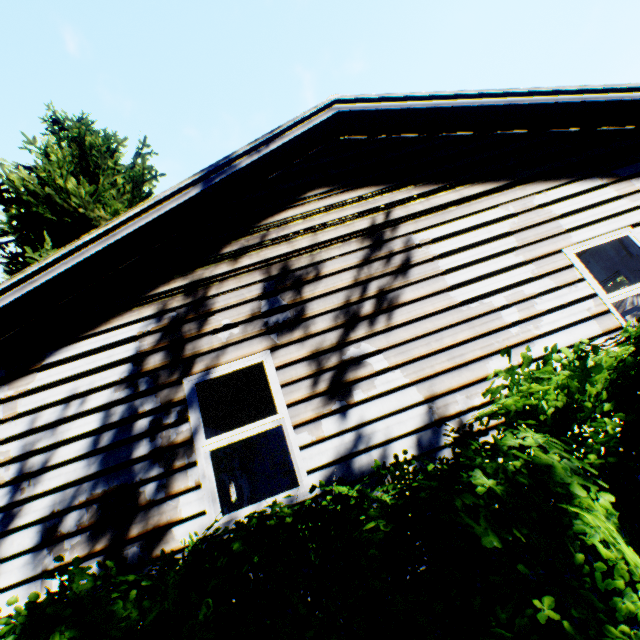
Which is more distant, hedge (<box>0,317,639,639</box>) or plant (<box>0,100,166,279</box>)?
plant (<box>0,100,166,279</box>)

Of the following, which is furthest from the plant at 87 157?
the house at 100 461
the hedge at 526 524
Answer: the hedge at 526 524

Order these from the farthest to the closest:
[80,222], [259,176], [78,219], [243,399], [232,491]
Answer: [232,491] → [80,222] → [78,219] → [243,399] → [259,176]

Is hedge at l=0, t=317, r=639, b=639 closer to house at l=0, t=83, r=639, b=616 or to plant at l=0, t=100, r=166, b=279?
house at l=0, t=83, r=639, b=616

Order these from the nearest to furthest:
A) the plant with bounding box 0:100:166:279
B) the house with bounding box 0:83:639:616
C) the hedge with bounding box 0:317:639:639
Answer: the hedge with bounding box 0:317:639:639 < the house with bounding box 0:83:639:616 < the plant with bounding box 0:100:166:279

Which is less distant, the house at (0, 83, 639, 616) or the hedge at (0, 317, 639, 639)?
the hedge at (0, 317, 639, 639)

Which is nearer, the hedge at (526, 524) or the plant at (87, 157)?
the hedge at (526, 524)
